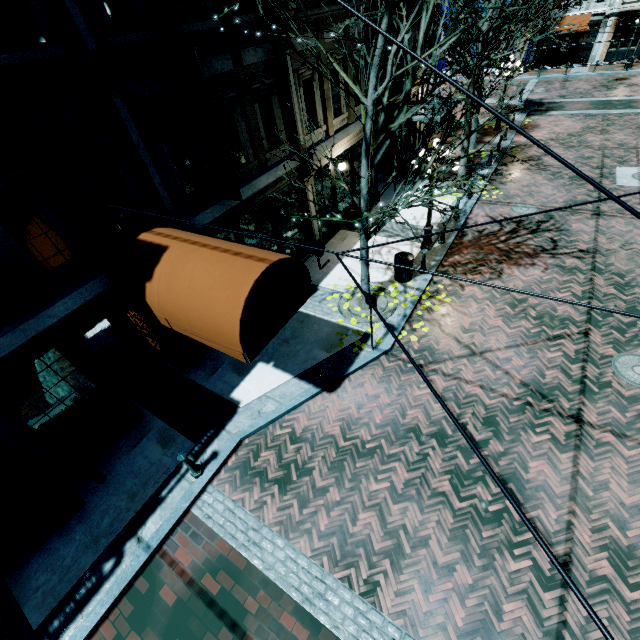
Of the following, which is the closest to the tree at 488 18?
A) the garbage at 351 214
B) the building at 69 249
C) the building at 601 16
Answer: the building at 69 249

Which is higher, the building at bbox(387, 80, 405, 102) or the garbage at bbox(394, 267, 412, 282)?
the building at bbox(387, 80, 405, 102)

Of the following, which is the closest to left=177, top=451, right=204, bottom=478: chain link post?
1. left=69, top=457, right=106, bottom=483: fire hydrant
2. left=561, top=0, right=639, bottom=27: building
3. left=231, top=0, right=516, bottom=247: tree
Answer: left=69, top=457, right=106, bottom=483: fire hydrant

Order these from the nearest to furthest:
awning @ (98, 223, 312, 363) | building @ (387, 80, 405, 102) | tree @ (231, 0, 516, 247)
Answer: awning @ (98, 223, 312, 363), tree @ (231, 0, 516, 247), building @ (387, 80, 405, 102)

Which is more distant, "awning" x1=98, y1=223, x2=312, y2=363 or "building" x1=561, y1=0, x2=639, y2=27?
"building" x1=561, y1=0, x2=639, y2=27

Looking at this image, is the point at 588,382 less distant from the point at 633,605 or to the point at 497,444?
the point at 497,444

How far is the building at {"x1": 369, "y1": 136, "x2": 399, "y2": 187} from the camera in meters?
15.0

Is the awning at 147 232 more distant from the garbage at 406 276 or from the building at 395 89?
the garbage at 406 276
